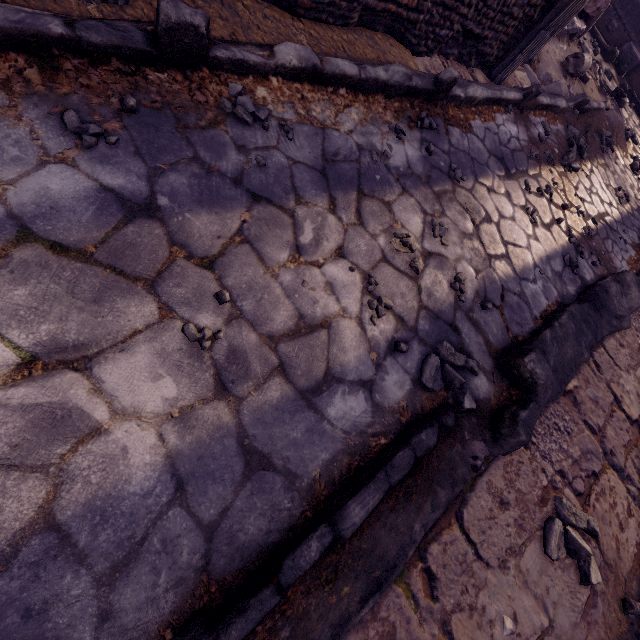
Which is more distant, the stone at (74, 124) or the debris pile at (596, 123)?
the debris pile at (596, 123)

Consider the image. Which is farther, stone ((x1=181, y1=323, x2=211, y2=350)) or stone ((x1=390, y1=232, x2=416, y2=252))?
stone ((x1=390, y1=232, x2=416, y2=252))

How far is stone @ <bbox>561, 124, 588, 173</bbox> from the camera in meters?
4.1 m

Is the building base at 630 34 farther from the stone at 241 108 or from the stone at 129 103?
the stone at 129 103

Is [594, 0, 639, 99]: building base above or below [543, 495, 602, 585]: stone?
above

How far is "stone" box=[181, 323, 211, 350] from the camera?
1.3 meters

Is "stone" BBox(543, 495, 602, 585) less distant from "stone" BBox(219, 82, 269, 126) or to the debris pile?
"stone" BBox(219, 82, 269, 126)

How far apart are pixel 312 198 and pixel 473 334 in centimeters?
144cm
